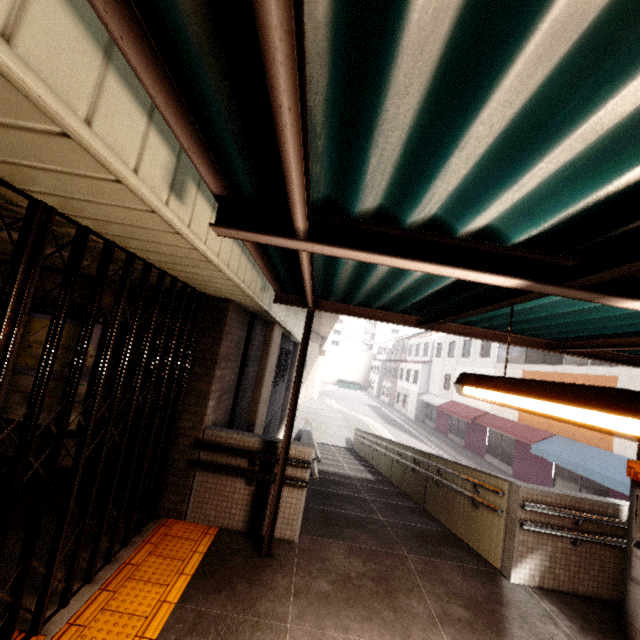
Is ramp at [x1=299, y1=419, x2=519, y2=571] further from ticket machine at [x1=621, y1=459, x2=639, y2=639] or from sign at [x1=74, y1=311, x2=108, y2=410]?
sign at [x1=74, y1=311, x2=108, y2=410]

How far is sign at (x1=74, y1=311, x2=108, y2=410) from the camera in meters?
4.4

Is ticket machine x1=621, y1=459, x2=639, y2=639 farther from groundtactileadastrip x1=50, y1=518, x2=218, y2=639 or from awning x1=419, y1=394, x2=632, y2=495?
awning x1=419, y1=394, x2=632, y2=495

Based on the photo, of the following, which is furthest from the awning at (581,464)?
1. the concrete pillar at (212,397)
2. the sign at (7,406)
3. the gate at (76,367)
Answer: the sign at (7,406)

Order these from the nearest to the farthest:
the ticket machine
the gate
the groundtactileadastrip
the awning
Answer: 1. the gate
2. the groundtactileadastrip
3. the ticket machine
4. the awning

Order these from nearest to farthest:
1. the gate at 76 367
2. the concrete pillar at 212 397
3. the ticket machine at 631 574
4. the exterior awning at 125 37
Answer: the exterior awning at 125 37 < the gate at 76 367 < the ticket machine at 631 574 < the concrete pillar at 212 397

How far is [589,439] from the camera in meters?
13.6 m

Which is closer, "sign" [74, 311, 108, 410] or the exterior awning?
the exterior awning
